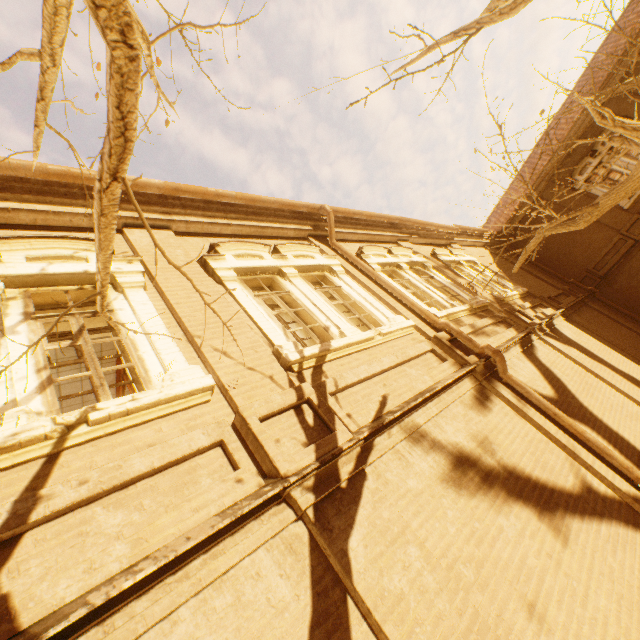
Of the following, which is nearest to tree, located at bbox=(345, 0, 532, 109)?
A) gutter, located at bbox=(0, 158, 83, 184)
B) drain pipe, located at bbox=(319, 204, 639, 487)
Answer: → gutter, located at bbox=(0, 158, 83, 184)

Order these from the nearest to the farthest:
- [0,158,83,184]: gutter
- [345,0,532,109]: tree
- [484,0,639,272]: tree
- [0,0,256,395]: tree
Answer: [0,0,256,395]: tree, [345,0,532,109]: tree, [0,158,83,184]: gutter, [484,0,639,272]: tree

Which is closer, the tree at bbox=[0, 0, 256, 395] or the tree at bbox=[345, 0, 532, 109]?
the tree at bbox=[0, 0, 256, 395]

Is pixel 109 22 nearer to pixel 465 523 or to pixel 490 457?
pixel 465 523

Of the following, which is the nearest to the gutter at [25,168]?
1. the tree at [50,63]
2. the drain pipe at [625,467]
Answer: the drain pipe at [625,467]

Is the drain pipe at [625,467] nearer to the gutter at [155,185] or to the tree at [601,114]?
the gutter at [155,185]
